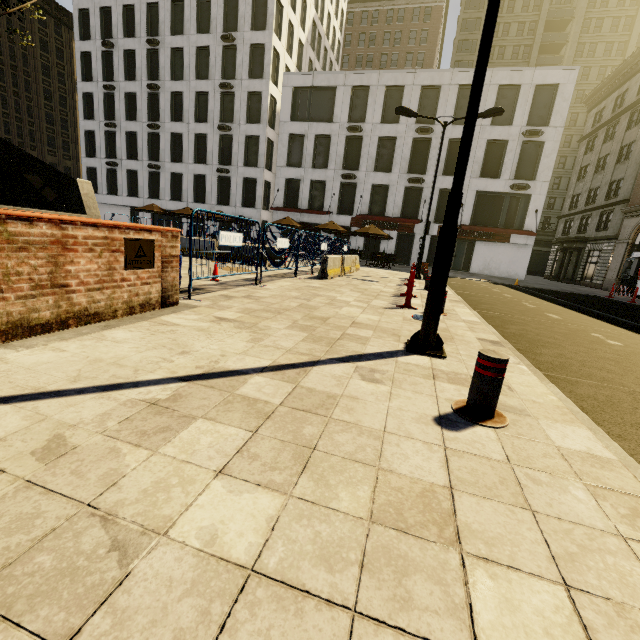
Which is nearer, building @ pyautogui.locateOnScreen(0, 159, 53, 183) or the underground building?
the underground building

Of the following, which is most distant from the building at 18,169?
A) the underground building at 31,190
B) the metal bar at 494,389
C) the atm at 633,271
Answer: the atm at 633,271

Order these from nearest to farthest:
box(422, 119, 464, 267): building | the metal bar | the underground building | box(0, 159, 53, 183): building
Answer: the metal bar, the underground building, box(422, 119, 464, 267): building, box(0, 159, 53, 183): building

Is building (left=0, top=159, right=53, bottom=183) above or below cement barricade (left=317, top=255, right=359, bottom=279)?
above

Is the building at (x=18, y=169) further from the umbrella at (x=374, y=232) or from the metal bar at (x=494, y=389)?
the metal bar at (x=494, y=389)

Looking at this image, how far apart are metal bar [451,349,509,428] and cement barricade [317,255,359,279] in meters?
9.0

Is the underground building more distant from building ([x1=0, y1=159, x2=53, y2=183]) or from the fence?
building ([x1=0, y1=159, x2=53, y2=183])

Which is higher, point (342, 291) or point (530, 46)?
point (530, 46)
